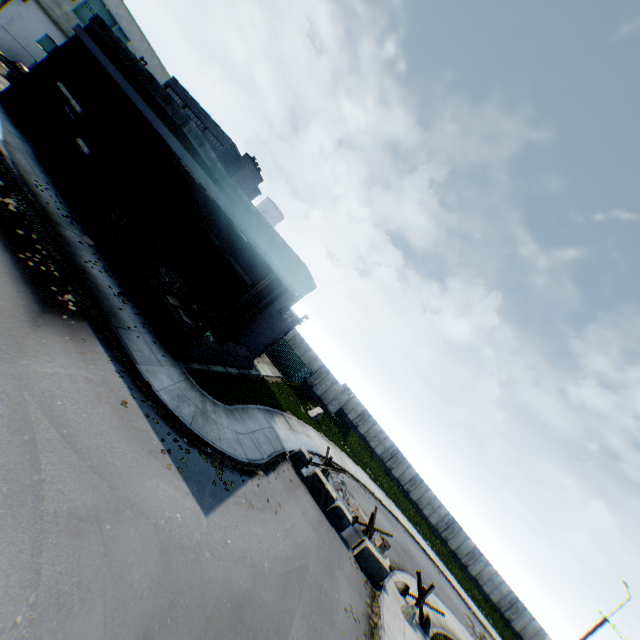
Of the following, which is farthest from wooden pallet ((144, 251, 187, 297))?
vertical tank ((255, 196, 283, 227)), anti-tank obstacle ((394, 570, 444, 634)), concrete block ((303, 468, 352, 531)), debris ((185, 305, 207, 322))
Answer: vertical tank ((255, 196, 283, 227))

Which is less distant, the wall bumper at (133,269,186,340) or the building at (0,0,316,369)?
the wall bumper at (133,269,186,340)

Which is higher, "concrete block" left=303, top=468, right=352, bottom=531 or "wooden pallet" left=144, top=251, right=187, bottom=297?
"wooden pallet" left=144, top=251, right=187, bottom=297

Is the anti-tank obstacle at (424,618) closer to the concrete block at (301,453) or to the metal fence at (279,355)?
the metal fence at (279,355)

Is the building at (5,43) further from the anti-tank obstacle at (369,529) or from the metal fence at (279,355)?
the anti-tank obstacle at (369,529)

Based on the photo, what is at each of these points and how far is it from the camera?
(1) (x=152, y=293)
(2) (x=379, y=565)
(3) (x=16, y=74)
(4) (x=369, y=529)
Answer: (1) wall bumper, 14.0m
(2) concrete block, 15.4m
(3) gas meter pipe, 22.4m
(4) anti-tank obstacle, 18.1m

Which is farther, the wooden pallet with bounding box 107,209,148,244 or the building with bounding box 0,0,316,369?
the wooden pallet with bounding box 107,209,148,244

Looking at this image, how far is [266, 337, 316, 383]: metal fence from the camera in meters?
30.7 m
